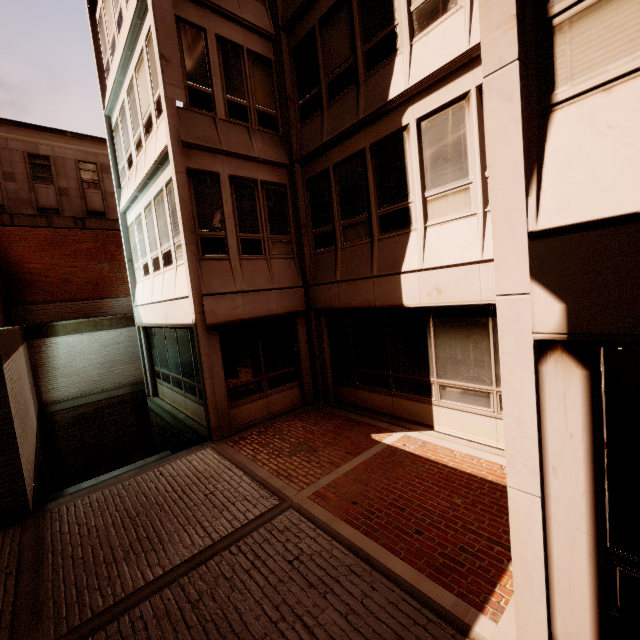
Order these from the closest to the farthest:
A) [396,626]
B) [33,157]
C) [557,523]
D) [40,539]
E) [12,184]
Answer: [557,523]
[396,626]
[40,539]
[12,184]
[33,157]
